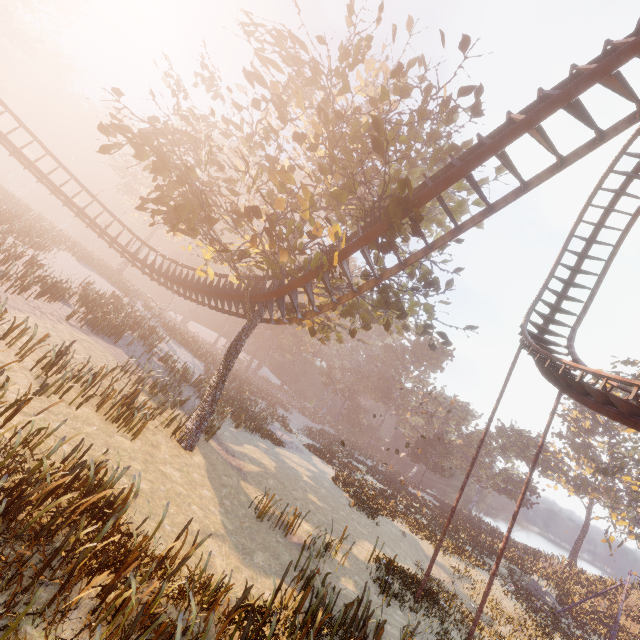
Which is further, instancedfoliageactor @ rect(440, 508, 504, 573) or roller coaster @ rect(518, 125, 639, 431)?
instancedfoliageactor @ rect(440, 508, 504, 573)

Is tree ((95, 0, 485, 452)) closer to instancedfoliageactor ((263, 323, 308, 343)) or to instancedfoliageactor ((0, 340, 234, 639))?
instancedfoliageactor ((0, 340, 234, 639))

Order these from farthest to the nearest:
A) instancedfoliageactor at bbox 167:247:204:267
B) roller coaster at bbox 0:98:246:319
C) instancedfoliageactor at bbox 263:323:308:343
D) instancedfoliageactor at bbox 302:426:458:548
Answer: instancedfoliageactor at bbox 263:323:308:343, instancedfoliageactor at bbox 167:247:204:267, instancedfoliageactor at bbox 302:426:458:548, roller coaster at bbox 0:98:246:319

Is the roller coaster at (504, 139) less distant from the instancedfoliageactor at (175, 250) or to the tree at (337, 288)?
the tree at (337, 288)

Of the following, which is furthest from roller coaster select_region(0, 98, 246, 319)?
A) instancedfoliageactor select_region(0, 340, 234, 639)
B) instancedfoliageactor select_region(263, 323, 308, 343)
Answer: instancedfoliageactor select_region(263, 323, 308, 343)

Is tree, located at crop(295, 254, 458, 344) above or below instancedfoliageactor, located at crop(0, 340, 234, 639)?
above

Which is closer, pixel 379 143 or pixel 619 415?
pixel 379 143
